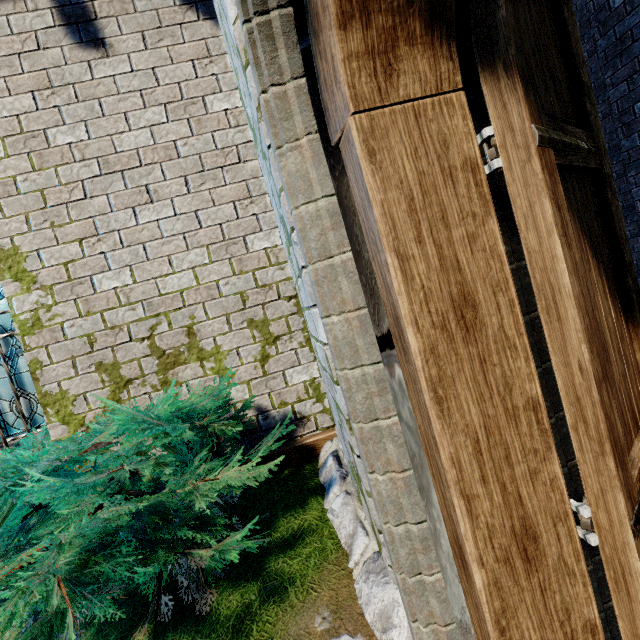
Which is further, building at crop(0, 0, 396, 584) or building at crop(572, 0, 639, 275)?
building at crop(572, 0, 639, 275)

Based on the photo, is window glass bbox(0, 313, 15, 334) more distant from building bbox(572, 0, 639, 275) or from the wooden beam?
the wooden beam

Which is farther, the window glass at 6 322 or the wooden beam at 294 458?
the window glass at 6 322

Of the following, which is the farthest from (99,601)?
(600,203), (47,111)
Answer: (47,111)

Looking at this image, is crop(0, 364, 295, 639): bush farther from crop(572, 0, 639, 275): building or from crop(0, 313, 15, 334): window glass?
crop(0, 313, 15, 334): window glass

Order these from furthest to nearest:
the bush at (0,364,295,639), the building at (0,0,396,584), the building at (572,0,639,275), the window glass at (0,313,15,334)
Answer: the window glass at (0,313,15,334) < the building at (572,0,639,275) < the building at (0,0,396,584) < the bush at (0,364,295,639)

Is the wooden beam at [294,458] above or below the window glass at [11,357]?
below
